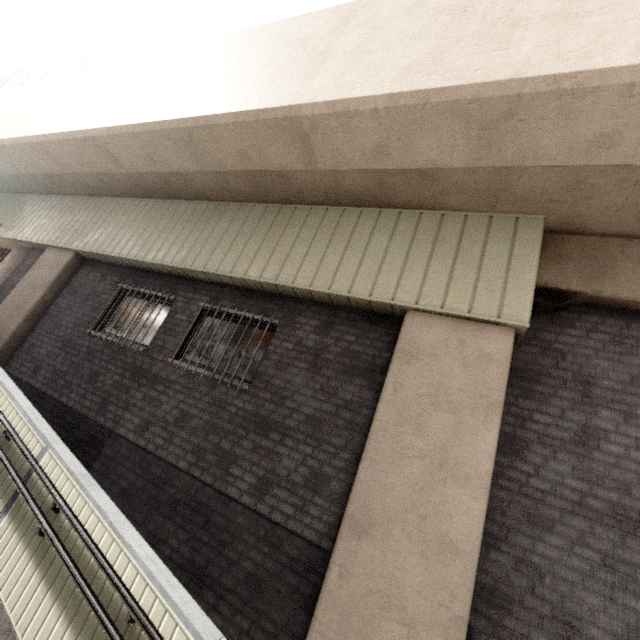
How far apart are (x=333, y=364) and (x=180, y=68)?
6.9m

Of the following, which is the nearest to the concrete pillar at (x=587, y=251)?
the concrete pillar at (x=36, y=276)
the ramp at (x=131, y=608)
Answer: the ramp at (x=131, y=608)

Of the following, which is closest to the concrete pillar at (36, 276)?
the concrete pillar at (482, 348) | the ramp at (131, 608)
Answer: the ramp at (131, 608)

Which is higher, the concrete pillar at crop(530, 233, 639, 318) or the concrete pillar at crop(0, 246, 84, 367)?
the concrete pillar at crop(530, 233, 639, 318)

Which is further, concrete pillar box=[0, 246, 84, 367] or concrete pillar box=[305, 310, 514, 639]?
concrete pillar box=[0, 246, 84, 367]

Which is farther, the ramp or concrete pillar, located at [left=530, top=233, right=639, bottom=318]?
concrete pillar, located at [left=530, top=233, right=639, bottom=318]

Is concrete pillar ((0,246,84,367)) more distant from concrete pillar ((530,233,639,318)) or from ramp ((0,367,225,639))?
concrete pillar ((530,233,639,318))
